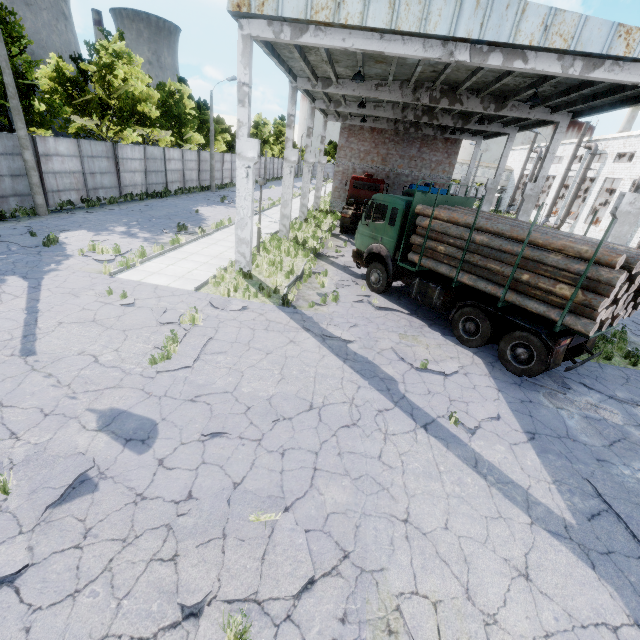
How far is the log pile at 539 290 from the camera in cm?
711

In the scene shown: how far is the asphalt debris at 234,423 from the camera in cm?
562

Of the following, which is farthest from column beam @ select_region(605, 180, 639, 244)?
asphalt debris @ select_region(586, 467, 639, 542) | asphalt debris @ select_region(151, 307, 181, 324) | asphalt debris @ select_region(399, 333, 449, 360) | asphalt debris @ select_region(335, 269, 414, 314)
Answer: asphalt debris @ select_region(586, 467, 639, 542)

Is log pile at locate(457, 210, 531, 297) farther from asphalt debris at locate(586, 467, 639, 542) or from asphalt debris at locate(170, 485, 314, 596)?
asphalt debris at locate(170, 485, 314, 596)

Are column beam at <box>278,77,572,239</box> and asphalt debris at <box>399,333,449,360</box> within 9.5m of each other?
no

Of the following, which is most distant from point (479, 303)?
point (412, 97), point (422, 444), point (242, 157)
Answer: point (412, 97)

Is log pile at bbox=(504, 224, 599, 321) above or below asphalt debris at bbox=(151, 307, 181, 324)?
above

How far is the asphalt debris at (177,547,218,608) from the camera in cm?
351
